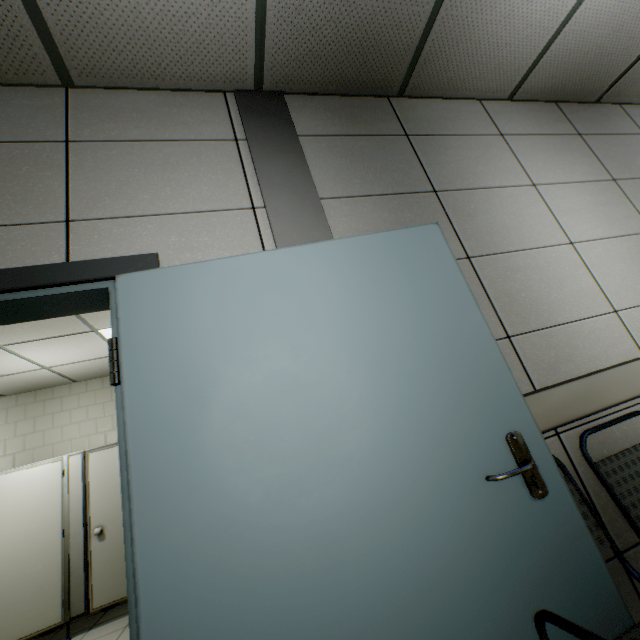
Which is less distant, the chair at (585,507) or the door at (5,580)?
the chair at (585,507)

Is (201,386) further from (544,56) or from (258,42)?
(544,56)

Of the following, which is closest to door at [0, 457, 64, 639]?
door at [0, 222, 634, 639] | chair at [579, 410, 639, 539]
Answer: door at [0, 222, 634, 639]

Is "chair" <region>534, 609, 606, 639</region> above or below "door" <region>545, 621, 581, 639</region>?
above

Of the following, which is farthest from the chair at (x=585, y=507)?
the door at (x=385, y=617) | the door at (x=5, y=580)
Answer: the door at (x=5, y=580)

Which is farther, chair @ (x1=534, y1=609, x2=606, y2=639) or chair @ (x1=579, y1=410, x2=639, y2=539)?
chair @ (x1=579, y1=410, x2=639, y2=539)

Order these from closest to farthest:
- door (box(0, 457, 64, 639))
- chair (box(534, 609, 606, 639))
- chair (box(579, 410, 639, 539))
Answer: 1. chair (box(534, 609, 606, 639))
2. chair (box(579, 410, 639, 539))
3. door (box(0, 457, 64, 639))
